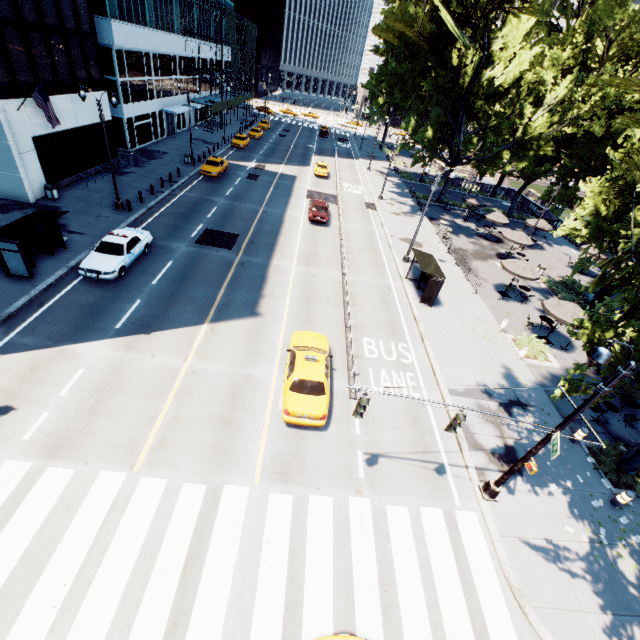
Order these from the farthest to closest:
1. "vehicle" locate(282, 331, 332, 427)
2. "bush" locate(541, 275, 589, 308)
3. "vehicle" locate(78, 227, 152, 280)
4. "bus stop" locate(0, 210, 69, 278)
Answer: "bush" locate(541, 275, 589, 308) → "vehicle" locate(78, 227, 152, 280) → "bus stop" locate(0, 210, 69, 278) → "vehicle" locate(282, 331, 332, 427)

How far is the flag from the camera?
19.74m

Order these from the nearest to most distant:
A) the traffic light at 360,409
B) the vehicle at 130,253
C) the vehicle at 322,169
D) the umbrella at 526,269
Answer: the traffic light at 360,409 → the vehicle at 130,253 → the umbrella at 526,269 → the vehicle at 322,169

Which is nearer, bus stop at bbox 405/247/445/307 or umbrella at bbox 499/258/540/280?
bus stop at bbox 405/247/445/307

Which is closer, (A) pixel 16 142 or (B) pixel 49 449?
(B) pixel 49 449

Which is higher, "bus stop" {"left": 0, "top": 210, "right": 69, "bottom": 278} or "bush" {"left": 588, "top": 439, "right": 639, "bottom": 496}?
"bus stop" {"left": 0, "top": 210, "right": 69, "bottom": 278}

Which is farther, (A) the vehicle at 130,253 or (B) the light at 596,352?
A: (A) the vehicle at 130,253

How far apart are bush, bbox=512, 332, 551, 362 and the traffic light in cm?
1459
